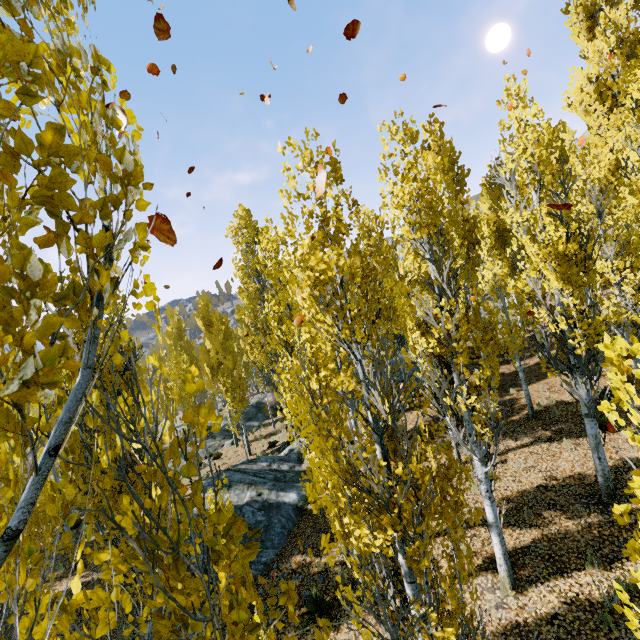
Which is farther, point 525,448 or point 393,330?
point 393,330

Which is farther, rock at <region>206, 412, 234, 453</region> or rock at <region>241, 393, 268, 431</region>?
rock at <region>241, 393, 268, 431</region>

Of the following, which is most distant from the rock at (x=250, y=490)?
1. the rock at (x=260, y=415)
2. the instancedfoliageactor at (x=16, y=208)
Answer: the rock at (x=260, y=415)

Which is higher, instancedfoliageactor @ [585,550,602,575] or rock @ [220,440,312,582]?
instancedfoliageactor @ [585,550,602,575]

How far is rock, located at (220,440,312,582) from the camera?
10.81m

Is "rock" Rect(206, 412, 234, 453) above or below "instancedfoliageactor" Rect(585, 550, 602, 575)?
below

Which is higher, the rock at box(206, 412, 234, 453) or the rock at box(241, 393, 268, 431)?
the rock at box(241, 393, 268, 431)

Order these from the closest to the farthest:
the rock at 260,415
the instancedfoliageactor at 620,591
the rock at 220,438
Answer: the instancedfoliageactor at 620,591
the rock at 220,438
the rock at 260,415
